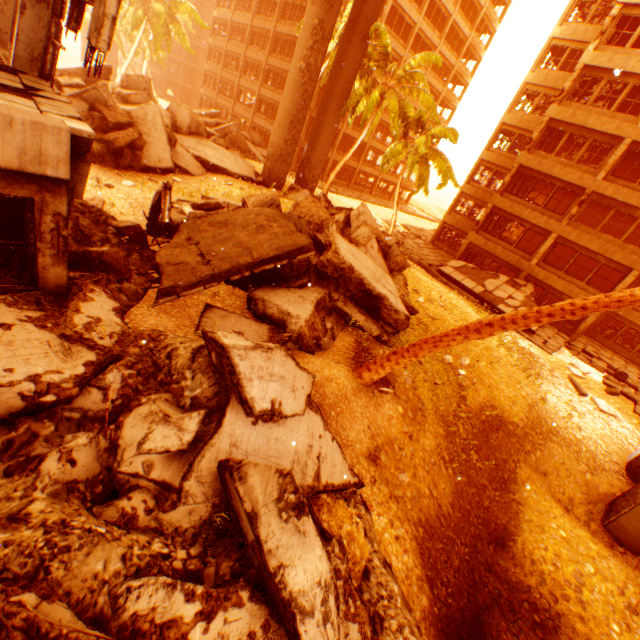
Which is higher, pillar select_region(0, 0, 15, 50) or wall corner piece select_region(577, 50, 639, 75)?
wall corner piece select_region(577, 50, 639, 75)

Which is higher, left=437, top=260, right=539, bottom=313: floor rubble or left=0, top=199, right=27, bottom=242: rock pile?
left=0, top=199, right=27, bottom=242: rock pile

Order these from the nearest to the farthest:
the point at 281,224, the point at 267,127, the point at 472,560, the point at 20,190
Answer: the point at 20,190 → the point at 472,560 → the point at 281,224 → the point at 267,127

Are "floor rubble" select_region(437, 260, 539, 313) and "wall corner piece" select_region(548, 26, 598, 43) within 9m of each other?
no

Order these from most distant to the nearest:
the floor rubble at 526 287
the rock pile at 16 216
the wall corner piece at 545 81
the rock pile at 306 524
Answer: the wall corner piece at 545 81, the floor rubble at 526 287, the rock pile at 16 216, the rock pile at 306 524

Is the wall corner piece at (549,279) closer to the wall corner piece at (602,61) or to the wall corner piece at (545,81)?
the wall corner piece at (602,61)

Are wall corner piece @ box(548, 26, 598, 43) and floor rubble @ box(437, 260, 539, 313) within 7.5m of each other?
no

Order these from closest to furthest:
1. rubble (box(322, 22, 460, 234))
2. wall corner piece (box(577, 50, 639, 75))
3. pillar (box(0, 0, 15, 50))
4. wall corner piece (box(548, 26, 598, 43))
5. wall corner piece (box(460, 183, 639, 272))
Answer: pillar (box(0, 0, 15, 50)) < wall corner piece (box(577, 50, 639, 75)) < rubble (box(322, 22, 460, 234)) < wall corner piece (box(460, 183, 639, 272)) < wall corner piece (box(548, 26, 598, 43))
